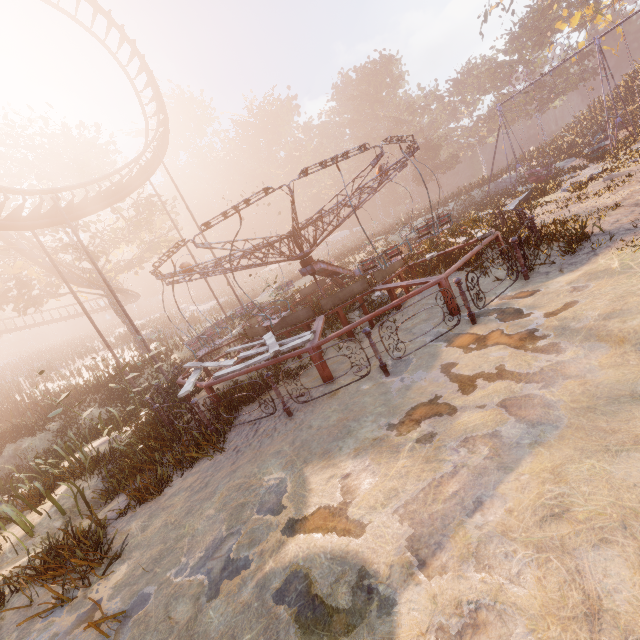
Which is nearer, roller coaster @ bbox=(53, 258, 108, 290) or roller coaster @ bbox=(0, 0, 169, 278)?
roller coaster @ bbox=(0, 0, 169, 278)

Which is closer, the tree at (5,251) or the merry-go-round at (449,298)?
the merry-go-round at (449,298)

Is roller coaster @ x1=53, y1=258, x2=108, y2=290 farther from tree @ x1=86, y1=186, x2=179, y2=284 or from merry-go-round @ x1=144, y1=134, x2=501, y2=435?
merry-go-round @ x1=144, y1=134, x2=501, y2=435

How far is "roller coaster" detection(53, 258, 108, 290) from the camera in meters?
22.8 m

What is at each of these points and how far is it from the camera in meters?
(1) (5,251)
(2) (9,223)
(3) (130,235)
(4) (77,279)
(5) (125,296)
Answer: (1) tree, 21.2 m
(2) roller coaster, 12.4 m
(3) tree, 31.4 m
(4) roller coaster, 23.7 m
(5) roller coaster, 36.3 m

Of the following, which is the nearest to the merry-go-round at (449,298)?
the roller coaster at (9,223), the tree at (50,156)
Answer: the roller coaster at (9,223)
